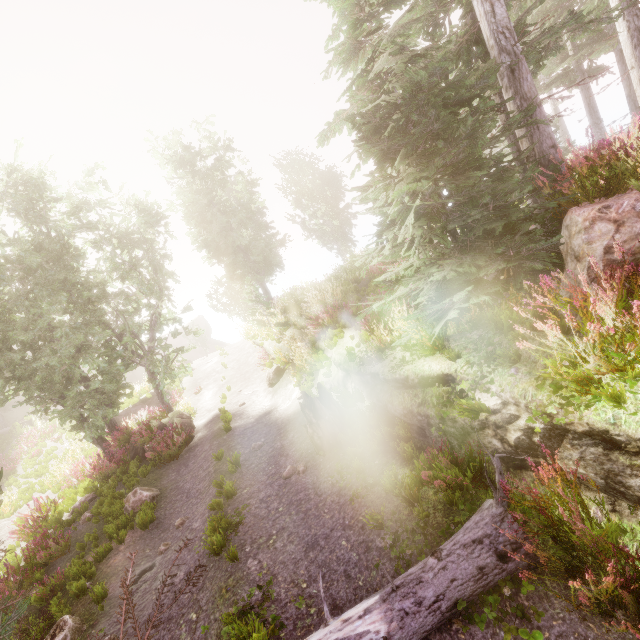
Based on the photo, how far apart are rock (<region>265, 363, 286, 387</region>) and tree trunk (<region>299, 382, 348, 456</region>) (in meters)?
5.54

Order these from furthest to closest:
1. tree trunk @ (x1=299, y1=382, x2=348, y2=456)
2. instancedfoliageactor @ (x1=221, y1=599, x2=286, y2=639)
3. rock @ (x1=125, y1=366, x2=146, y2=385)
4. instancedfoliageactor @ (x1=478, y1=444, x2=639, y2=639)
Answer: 1. rock @ (x1=125, y1=366, x2=146, y2=385)
2. tree trunk @ (x1=299, y1=382, x2=348, y2=456)
3. instancedfoliageactor @ (x1=221, y1=599, x2=286, y2=639)
4. instancedfoliageactor @ (x1=478, y1=444, x2=639, y2=639)

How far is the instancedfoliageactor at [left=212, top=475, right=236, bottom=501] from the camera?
7.29m

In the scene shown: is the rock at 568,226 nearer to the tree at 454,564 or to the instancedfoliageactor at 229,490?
the instancedfoliageactor at 229,490

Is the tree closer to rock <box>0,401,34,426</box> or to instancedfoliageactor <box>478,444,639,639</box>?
instancedfoliageactor <box>478,444,639,639</box>

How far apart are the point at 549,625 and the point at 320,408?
4.90m

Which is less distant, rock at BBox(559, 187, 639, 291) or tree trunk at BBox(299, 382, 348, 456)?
rock at BBox(559, 187, 639, 291)

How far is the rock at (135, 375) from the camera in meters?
45.2
